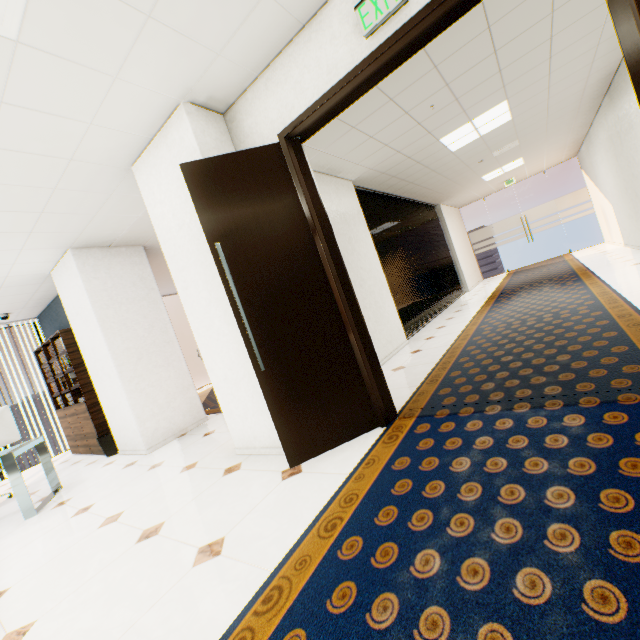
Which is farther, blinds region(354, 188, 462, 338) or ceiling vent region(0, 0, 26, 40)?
blinds region(354, 188, 462, 338)

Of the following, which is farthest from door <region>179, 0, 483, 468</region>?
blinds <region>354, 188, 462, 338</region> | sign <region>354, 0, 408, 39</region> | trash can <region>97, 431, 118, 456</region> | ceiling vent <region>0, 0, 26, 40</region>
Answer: trash can <region>97, 431, 118, 456</region>

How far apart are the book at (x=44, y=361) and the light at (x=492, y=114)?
6.75m

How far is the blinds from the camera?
6.26m

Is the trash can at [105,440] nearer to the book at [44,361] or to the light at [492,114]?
the book at [44,361]

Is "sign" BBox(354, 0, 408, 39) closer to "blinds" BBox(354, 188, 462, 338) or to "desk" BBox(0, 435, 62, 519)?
"blinds" BBox(354, 188, 462, 338)

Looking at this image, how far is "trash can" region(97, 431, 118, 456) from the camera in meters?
5.1

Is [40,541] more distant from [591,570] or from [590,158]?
[590,158]
